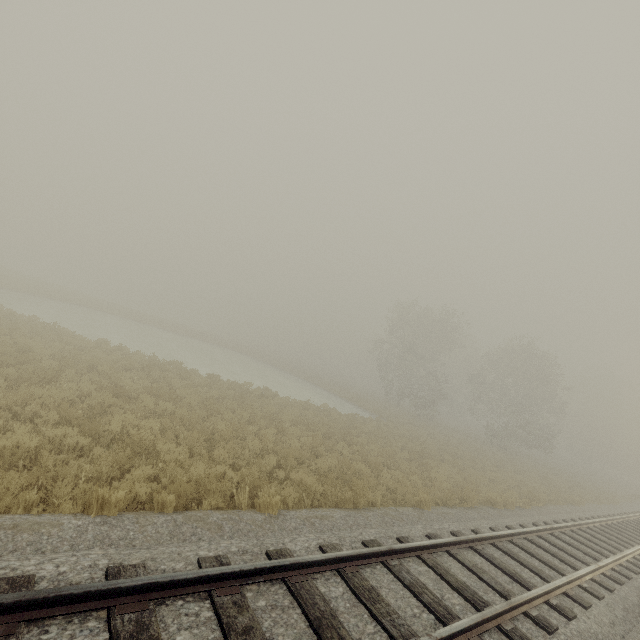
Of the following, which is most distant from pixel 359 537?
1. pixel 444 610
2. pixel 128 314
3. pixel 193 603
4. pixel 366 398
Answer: pixel 128 314
